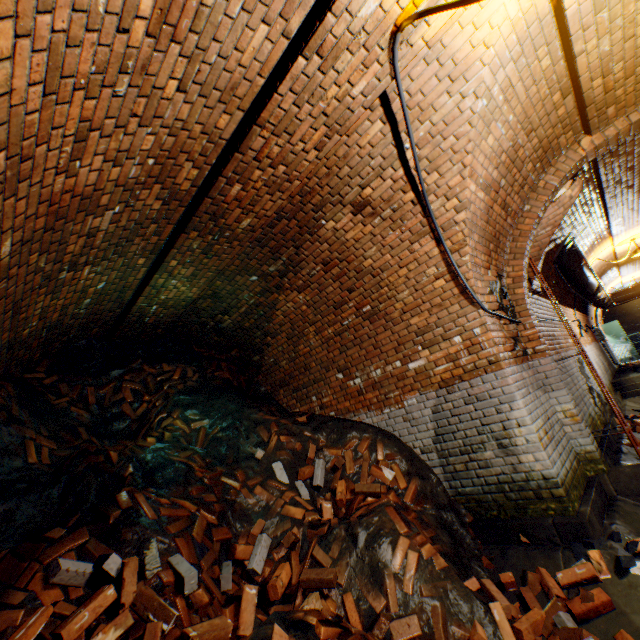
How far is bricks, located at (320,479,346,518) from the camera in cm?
360

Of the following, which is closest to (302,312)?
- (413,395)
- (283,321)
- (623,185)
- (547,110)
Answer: (283,321)

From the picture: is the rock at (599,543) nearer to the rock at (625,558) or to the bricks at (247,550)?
the rock at (625,558)

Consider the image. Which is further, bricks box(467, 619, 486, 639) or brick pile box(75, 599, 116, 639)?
bricks box(467, 619, 486, 639)

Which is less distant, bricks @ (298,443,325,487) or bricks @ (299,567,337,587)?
bricks @ (299,567,337,587)

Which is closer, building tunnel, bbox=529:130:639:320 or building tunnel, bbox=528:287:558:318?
building tunnel, bbox=529:130:639:320

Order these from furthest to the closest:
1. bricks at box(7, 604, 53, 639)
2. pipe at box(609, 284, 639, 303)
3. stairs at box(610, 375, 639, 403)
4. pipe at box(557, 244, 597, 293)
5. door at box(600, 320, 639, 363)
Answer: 1. door at box(600, 320, 639, 363)
2. pipe at box(609, 284, 639, 303)
3. stairs at box(610, 375, 639, 403)
4. pipe at box(557, 244, 597, 293)
5. bricks at box(7, 604, 53, 639)

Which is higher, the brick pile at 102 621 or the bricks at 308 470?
the bricks at 308 470
